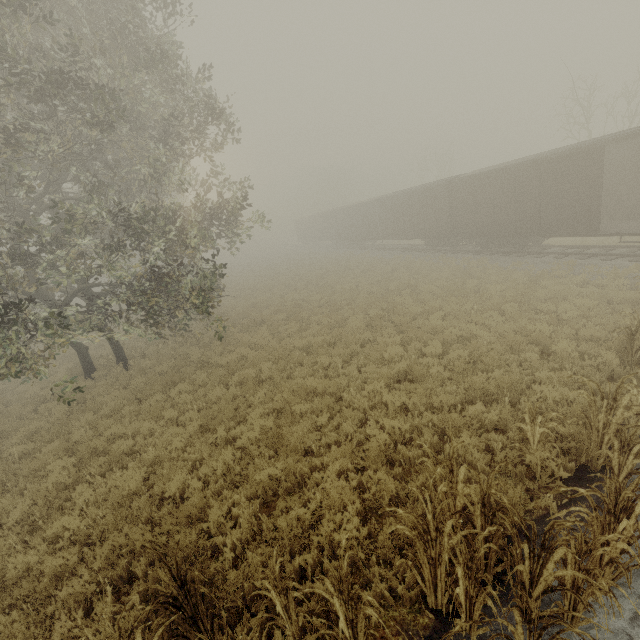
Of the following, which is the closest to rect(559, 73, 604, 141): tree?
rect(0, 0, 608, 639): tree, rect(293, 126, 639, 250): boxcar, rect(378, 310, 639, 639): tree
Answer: rect(293, 126, 639, 250): boxcar

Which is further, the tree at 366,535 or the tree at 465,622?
the tree at 366,535

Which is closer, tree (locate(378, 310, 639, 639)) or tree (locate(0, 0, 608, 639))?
tree (locate(378, 310, 639, 639))

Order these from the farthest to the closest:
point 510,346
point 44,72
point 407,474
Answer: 1. point 510,346
2. point 44,72
3. point 407,474

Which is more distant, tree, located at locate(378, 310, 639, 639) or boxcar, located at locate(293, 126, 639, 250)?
boxcar, located at locate(293, 126, 639, 250)

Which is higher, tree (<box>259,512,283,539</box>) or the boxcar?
the boxcar

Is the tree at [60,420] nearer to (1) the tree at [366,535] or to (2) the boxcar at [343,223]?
(1) the tree at [366,535]
